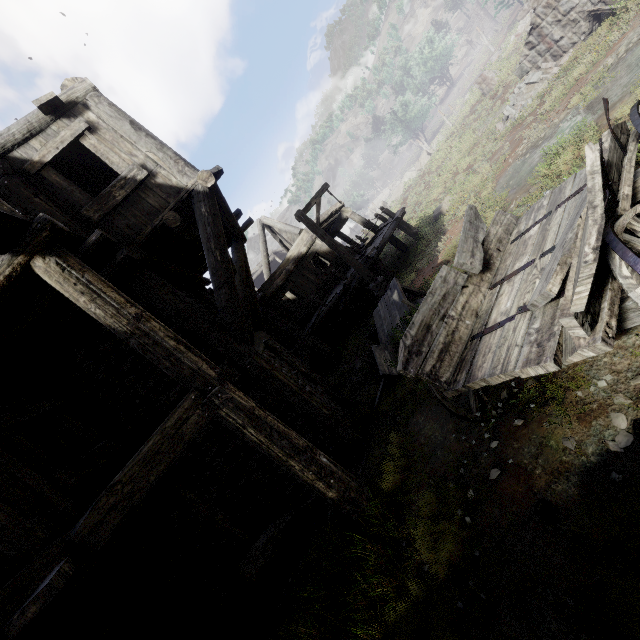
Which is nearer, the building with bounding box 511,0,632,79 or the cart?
the cart

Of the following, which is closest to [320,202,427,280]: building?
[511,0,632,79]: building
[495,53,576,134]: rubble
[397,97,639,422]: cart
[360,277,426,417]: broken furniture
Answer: [360,277,426,417]: broken furniture

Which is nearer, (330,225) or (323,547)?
(323,547)

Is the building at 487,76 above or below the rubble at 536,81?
above

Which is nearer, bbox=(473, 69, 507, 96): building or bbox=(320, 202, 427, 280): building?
bbox=(320, 202, 427, 280): building

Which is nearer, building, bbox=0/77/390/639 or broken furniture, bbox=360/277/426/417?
building, bbox=0/77/390/639

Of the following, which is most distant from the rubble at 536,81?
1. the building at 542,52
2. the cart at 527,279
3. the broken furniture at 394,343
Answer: the cart at 527,279

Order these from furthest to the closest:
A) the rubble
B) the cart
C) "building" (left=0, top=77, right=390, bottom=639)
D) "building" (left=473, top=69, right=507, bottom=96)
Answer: "building" (left=473, top=69, right=507, bottom=96) < the rubble < "building" (left=0, top=77, right=390, bottom=639) < the cart
